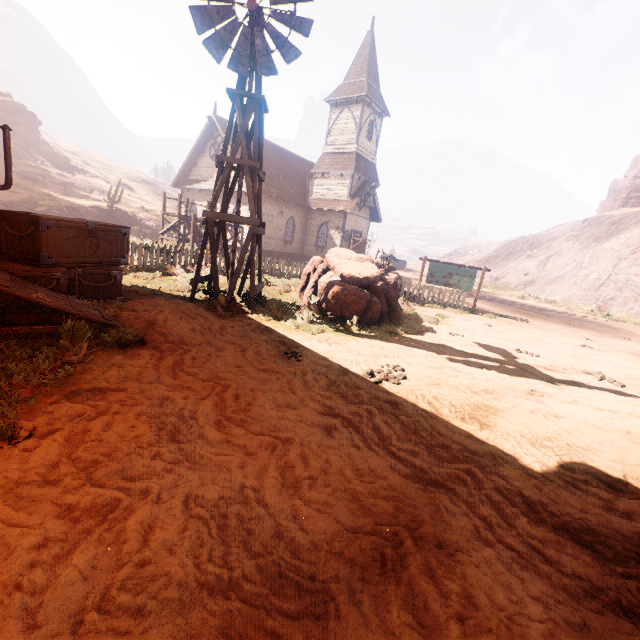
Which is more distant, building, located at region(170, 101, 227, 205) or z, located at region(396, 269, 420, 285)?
z, located at region(396, 269, 420, 285)

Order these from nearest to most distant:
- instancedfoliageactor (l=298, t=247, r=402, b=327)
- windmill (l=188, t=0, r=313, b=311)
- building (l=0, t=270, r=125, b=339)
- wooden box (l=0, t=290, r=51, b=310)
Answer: building (l=0, t=270, r=125, b=339) < wooden box (l=0, t=290, r=51, b=310) < windmill (l=188, t=0, r=313, b=311) < instancedfoliageactor (l=298, t=247, r=402, b=327)

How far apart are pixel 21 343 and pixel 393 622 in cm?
548

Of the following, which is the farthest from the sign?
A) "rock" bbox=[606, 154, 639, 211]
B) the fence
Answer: "rock" bbox=[606, 154, 639, 211]

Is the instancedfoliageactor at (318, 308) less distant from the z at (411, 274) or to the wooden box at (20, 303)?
the z at (411, 274)

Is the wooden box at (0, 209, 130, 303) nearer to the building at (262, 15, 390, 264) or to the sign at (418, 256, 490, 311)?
the building at (262, 15, 390, 264)

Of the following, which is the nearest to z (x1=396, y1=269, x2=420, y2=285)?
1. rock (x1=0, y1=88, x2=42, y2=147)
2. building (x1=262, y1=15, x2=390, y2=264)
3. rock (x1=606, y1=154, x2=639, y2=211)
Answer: building (x1=262, y1=15, x2=390, y2=264)

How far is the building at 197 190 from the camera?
Result: 24.77m
